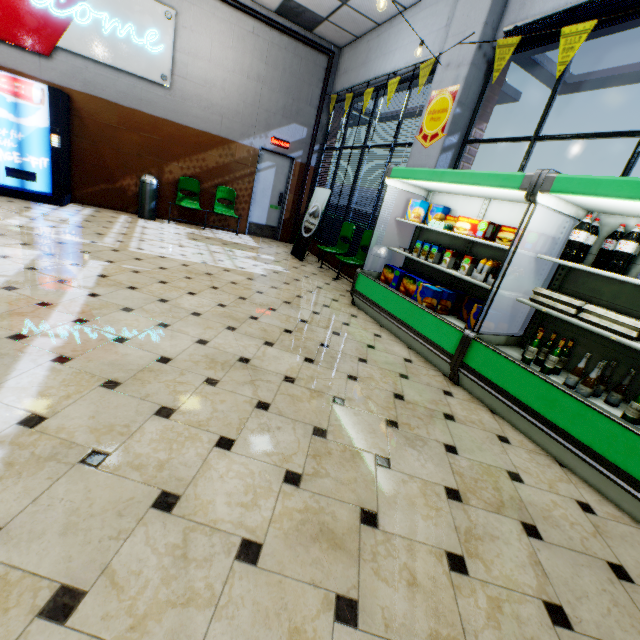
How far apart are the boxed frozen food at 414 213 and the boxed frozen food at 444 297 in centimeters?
118cm

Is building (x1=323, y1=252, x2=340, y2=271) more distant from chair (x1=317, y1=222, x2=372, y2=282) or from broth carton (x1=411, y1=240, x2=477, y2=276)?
broth carton (x1=411, y1=240, x2=477, y2=276)

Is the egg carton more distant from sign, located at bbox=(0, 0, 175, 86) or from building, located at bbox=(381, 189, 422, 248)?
sign, located at bbox=(0, 0, 175, 86)

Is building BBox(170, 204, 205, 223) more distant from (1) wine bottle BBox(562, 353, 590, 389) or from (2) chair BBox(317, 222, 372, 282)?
(1) wine bottle BBox(562, 353, 590, 389)

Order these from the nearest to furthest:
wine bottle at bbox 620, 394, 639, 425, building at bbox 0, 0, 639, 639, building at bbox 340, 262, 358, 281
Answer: building at bbox 0, 0, 639, 639
wine bottle at bbox 620, 394, 639, 425
building at bbox 340, 262, 358, 281

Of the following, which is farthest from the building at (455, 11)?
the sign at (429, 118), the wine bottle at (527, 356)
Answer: the wine bottle at (527, 356)

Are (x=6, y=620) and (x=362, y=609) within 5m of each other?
yes

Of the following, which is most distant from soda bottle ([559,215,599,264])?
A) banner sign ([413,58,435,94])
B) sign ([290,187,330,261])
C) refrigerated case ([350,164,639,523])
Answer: sign ([290,187,330,261])
